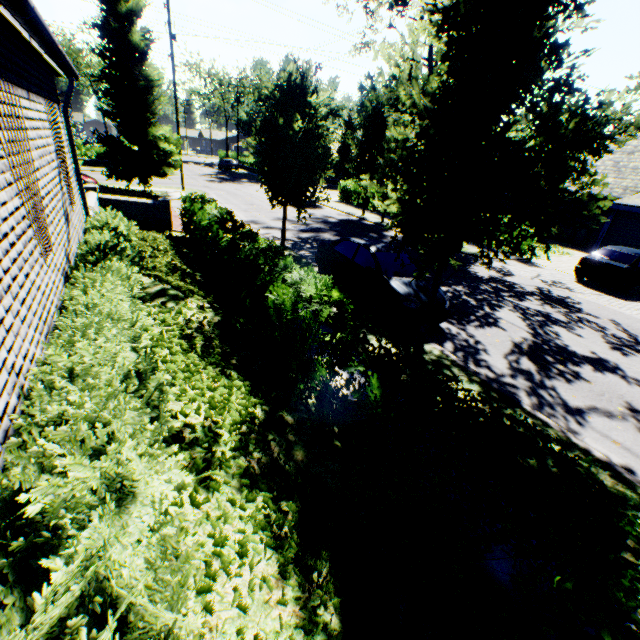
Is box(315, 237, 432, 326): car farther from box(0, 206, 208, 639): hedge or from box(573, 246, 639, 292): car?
box(573, 246, 639, 292): car

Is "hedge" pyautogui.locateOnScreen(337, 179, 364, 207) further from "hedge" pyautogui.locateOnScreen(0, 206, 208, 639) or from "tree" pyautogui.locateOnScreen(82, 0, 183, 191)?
"hedge" pyautogui.locateOnScreen(0, 206, 208, 639)

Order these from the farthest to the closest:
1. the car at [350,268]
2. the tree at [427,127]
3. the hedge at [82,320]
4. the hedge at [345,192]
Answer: the hedge at [345,192] → the car at [350,268] → the tree at [427,127] → the hedge at [82,320]

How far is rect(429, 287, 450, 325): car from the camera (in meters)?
8.09

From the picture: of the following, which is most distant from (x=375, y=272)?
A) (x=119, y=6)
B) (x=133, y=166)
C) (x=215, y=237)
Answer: (x=119, y=6)

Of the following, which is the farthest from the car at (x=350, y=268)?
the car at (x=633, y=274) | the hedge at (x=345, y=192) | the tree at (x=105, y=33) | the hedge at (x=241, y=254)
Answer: the hedge at (x=345, y=192)

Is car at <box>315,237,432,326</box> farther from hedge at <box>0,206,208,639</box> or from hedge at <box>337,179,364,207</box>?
hedge at <box>337,179,364,207</box>

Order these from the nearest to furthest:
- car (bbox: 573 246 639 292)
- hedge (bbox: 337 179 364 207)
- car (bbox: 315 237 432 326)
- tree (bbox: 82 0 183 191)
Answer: car (bbox: 315 237 432 326) < car (bbox: 573 246 639 292) < tree (bbox: 82 0 183 191) < hedge (bbox: 337 179 364 207)
